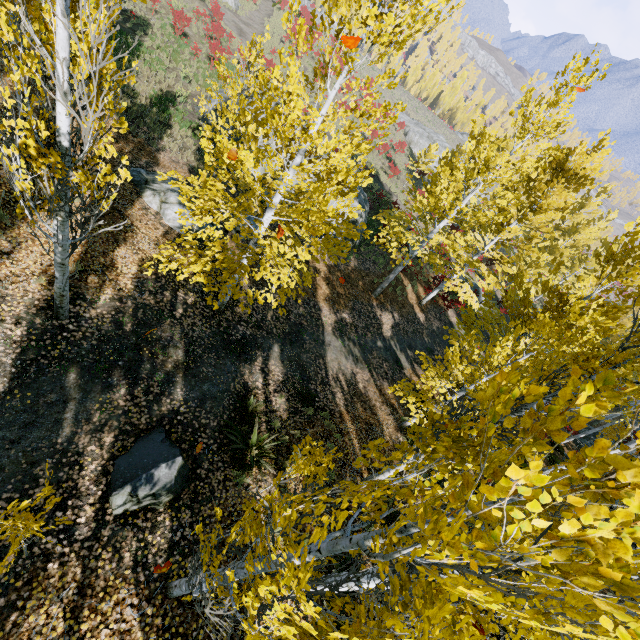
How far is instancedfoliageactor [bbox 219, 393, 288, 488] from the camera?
6.9 meters

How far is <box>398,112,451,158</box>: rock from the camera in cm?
4697

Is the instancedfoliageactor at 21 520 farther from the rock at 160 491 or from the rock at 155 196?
the rock at 155 196

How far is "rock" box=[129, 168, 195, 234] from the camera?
10.3m

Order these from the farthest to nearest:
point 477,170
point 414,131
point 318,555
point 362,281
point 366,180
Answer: point 414,131, point 362,281, point 477,170, point 366,180, point 318,555

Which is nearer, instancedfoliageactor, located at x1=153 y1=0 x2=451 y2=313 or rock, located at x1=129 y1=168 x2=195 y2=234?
instancedfoliageactor, located at x1=153 y1=0 x2=451 y2=313

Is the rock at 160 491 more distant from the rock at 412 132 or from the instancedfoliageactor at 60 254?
the rock at 412 132

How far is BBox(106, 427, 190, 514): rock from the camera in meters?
5.5
